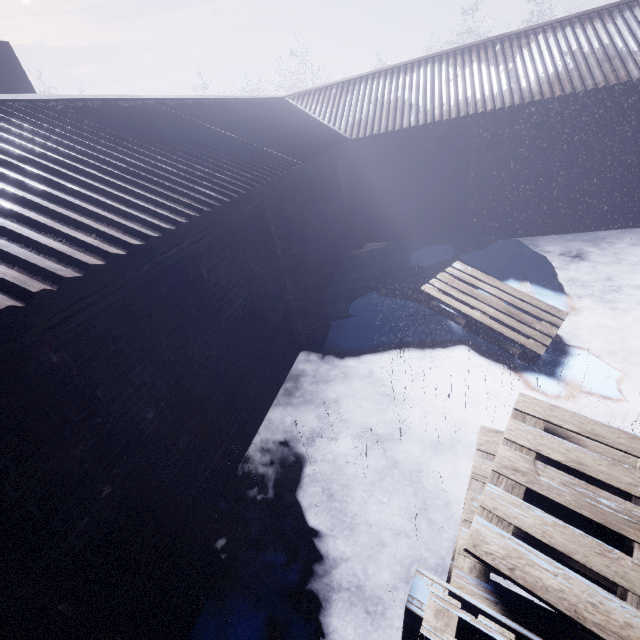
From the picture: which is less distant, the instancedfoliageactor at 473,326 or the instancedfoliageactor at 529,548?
the instancedfoliageactor at 529,548

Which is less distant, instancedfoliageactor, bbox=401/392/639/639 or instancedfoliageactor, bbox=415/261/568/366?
instancedfoliageactor, bbox=401/392/639/639

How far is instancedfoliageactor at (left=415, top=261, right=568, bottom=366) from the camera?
3.53m

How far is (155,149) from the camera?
2.9 meters

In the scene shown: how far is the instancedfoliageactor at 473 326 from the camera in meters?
3.5
